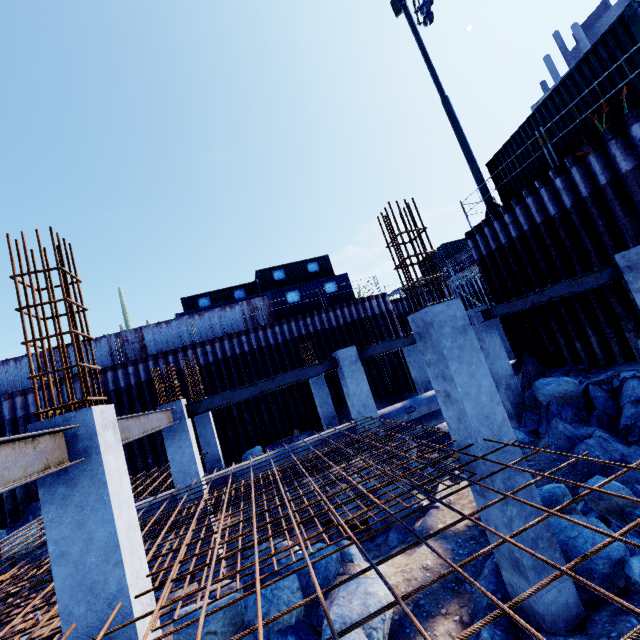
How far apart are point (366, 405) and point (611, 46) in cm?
1168

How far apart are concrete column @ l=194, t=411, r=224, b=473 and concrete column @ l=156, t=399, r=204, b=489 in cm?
437

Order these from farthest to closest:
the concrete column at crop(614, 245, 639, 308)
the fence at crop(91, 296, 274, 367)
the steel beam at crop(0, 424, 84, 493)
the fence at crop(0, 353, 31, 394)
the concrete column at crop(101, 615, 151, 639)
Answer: the fence at crop(91, 296, 274, 367), the fence at crop(0, 353, 31, 394), the concrete column at crop(614, 245, 639, 308), the concrete column at crop(101, 615, 151, 639), the steel beam at crop(0, 424, 84, 493)

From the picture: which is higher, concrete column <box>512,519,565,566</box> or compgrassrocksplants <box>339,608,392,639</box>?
concrete column <box>512,519,565,566</box>

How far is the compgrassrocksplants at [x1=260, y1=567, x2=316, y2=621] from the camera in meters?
5.5

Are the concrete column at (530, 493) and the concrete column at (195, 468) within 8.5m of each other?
yes

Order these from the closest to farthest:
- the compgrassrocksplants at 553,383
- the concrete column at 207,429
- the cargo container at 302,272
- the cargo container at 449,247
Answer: the compgrassrocksplants at 553,383, the concrete column at 207,429, the cargo container at 302,272, the cargo container at 449,247

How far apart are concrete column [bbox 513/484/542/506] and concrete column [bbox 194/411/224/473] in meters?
10.4 m
